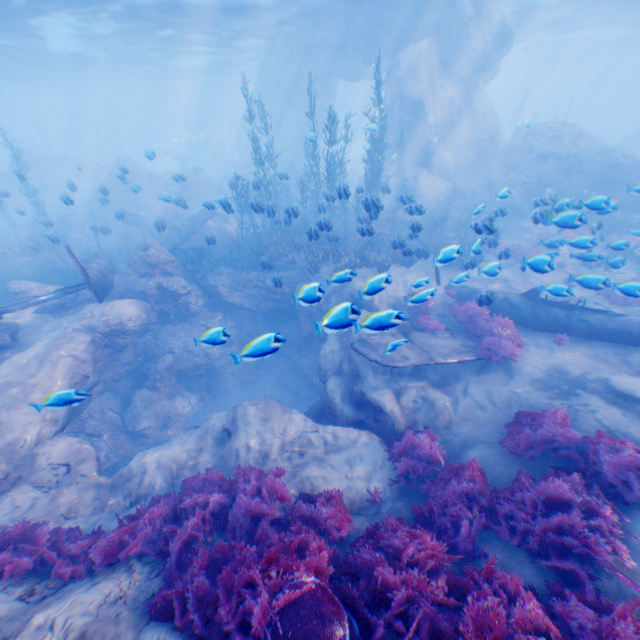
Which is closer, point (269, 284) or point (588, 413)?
point (588, 413)

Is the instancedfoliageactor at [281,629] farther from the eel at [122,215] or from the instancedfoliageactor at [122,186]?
the eel at [122,215]

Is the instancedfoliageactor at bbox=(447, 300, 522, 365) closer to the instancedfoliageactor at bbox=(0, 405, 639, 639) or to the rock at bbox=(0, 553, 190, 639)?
the rock at bbox=(0, 553, 190, 639)

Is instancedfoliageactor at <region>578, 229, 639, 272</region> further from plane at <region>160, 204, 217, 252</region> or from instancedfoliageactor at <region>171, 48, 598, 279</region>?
plane at <region>160, 204, 217, 252</region>

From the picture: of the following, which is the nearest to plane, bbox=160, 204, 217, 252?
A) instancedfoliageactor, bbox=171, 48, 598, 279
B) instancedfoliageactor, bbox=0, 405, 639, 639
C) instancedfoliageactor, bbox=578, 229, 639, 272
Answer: instancedfoliageactor, bbox=171, 48, 598, 279

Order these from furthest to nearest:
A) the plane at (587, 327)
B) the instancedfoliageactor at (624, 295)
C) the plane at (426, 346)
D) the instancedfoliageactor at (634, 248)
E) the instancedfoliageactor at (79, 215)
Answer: the instancedfoliageactor at (79, 215)
the plane at (587, 327)
the plane at (426, 346)
the instancedfoliageactor at (634, 248)
the instancedfoliageactor at (624, 295)

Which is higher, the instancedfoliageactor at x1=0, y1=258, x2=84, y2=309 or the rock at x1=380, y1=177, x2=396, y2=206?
the rock at x1=380, y1=177, x2=396, y2=206
